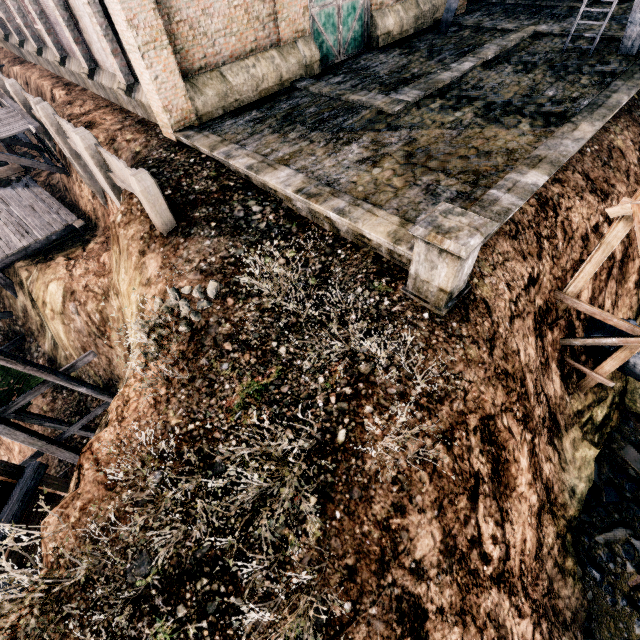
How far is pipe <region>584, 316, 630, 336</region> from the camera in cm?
1108

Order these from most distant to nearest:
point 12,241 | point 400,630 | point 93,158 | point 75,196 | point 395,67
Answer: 1. point 75,196
2. point 12,241
3. point 395,67
4. point 93,158
5. point 400,630

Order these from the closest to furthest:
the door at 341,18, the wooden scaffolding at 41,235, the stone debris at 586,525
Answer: the stone debris at 586,525 < the door at 341,18 < the wooden scaffolding at 41,235

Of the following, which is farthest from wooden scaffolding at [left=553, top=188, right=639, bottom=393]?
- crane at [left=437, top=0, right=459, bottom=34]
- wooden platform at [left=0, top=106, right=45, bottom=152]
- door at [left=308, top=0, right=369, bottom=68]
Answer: wooden platform at [left=0, top=106, right=45, bottom=152]

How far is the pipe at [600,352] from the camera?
11.1 meters

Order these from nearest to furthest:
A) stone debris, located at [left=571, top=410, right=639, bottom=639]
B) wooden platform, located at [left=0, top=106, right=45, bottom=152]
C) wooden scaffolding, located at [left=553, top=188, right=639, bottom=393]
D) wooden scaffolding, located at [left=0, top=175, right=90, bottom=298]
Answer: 1. wooden scaffolding, located at [left=553, top=188, right=639, bottom=393]
2. stone debris, located at [left=571, top=410, right=639, bottom=639]
3. wooden platform, located at [left=0, top=106, right=45, bottom=152]
4. wooden scaffolding, located at [left=0, top=175, right=90, bottom=298]

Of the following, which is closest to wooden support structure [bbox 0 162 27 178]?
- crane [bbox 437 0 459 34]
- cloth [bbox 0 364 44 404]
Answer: cloth [bbox 0 364 44 404]
